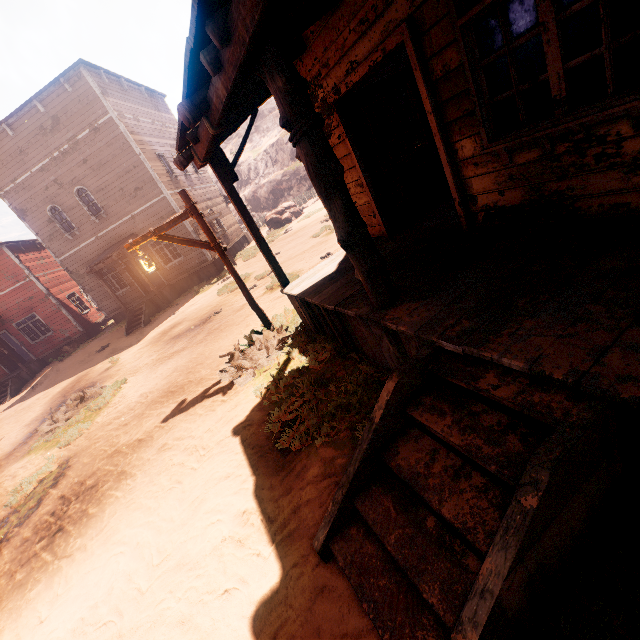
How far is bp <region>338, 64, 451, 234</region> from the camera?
4.87m

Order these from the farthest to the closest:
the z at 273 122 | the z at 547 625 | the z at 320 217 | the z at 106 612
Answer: the z at 273 122
the z at 320 217
the z at 106 612
the z at 547 625

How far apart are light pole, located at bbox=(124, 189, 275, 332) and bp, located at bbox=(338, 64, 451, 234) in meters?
3.2

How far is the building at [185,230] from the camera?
17.52m

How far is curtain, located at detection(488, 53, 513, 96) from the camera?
3.0 meters

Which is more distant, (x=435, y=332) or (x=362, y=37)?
(x=362, y=37)

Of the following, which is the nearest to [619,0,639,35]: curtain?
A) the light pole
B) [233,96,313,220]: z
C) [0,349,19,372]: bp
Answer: [0,349,19,372]: bp

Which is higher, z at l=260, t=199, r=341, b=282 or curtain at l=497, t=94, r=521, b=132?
curtain at l=497, t=94, r=521, b=132
